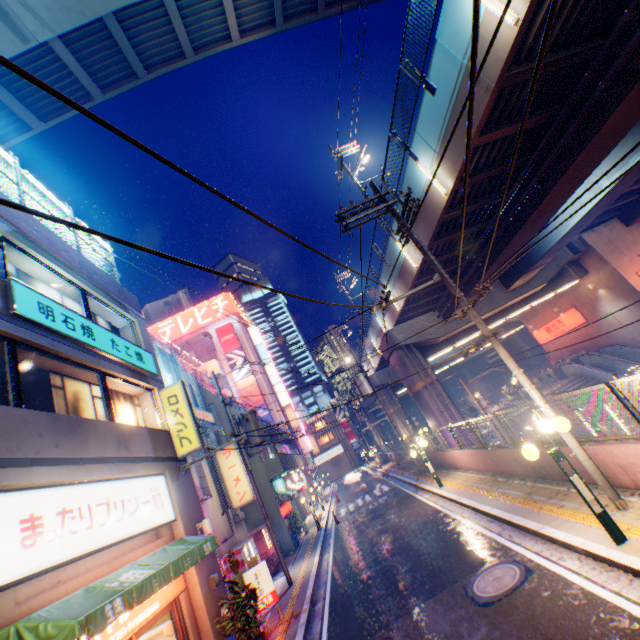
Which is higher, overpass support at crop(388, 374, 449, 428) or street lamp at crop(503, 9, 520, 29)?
street lamp at crop(503, 9, 520, 29)

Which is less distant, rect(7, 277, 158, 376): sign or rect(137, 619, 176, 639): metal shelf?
rect(7, 277, 158, 376): sign

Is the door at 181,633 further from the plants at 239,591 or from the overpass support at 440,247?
the overpass support at 440,247

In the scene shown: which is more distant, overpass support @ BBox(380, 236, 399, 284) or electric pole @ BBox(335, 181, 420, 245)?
overpass support @ BBox(380, 236, 399, 284)

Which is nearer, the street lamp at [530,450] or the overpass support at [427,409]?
the street lamp at [530,450]

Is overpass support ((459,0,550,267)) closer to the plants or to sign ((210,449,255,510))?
Result: sign ((210,449,255,510))

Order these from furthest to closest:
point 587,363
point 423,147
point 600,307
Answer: point 587,363 → point 600,307 → point 423,147

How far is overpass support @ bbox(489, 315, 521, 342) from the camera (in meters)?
38.30
